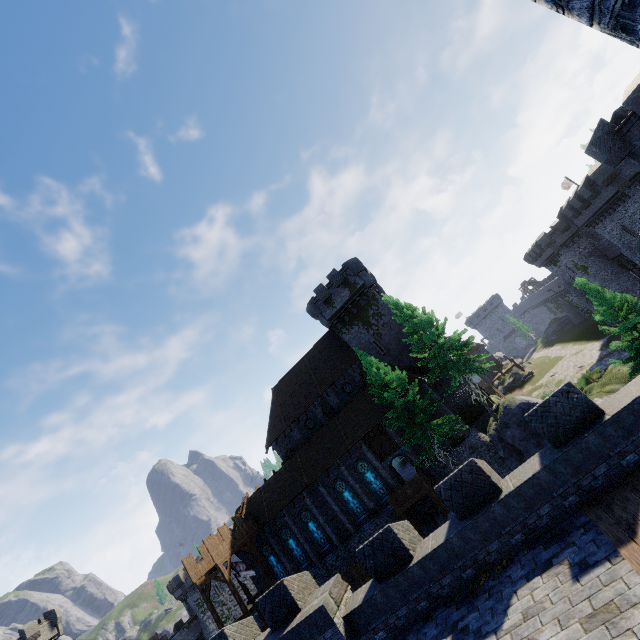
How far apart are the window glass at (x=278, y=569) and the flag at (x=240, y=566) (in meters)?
4.08

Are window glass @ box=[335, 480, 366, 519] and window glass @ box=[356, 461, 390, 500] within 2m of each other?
yes

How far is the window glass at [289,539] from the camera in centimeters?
3148cm

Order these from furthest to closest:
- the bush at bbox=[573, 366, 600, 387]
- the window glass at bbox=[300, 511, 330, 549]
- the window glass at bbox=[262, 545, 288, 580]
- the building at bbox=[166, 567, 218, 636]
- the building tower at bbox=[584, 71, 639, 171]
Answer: the building at bbox=[166, 567, 218, 636], the bush at bbox=[573, 366, 600, 387], the window glass at bbox=[262, 545, 288, 580], the window glass at bbox=[300, 511, 330, 549], the building tower at bbox=[584, 71, 639, 171]

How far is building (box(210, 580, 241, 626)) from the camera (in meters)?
51.66

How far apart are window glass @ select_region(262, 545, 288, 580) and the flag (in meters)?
4.08

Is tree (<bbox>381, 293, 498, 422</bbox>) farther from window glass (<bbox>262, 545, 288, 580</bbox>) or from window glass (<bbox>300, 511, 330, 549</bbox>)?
window glass (<bbox>262, 545, 288, 580</bbox>)

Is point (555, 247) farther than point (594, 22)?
Yes
